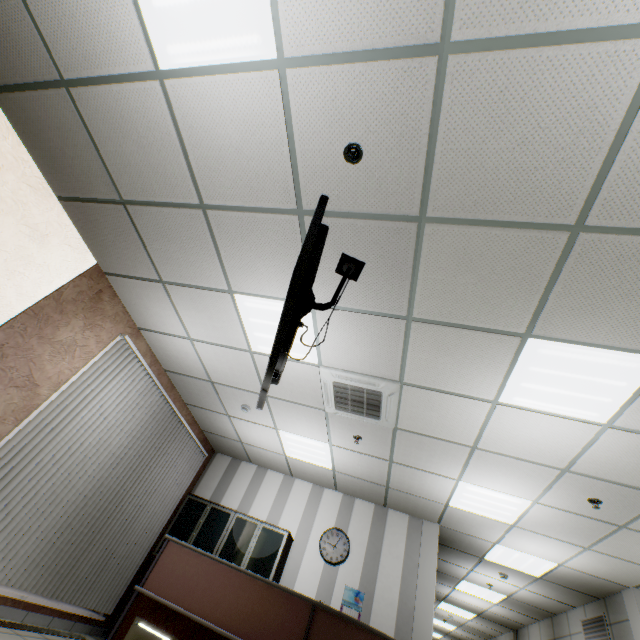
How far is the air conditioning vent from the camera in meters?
3.9 m

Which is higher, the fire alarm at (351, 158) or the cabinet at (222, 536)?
the fire alarm at (351, 158)

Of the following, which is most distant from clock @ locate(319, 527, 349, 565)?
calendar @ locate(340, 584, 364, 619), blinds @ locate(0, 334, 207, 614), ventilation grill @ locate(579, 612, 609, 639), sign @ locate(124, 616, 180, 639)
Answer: ventilation grill @ locate(579, 612, 609, 639)

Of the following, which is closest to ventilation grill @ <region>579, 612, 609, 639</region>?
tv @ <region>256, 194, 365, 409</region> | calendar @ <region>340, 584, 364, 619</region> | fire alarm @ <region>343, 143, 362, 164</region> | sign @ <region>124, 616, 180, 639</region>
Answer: calendar @ <region>340, 584, 364, 619</region>

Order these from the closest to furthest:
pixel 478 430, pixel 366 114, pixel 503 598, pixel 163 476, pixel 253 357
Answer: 1. pixel 366 114
2. pixel 478 430
3. pixel 253 357
4. pixel 163 476
5. pixel 503 598

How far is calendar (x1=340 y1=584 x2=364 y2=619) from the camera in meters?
5.2

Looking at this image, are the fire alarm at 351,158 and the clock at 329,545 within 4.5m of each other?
no

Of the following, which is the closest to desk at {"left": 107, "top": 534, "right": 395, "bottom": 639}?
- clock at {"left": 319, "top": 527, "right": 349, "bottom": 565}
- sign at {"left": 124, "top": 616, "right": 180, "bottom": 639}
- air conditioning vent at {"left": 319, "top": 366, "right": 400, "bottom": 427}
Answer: sign at {"left": 124, "top": 616, "right": 180, "bottom": 639}
